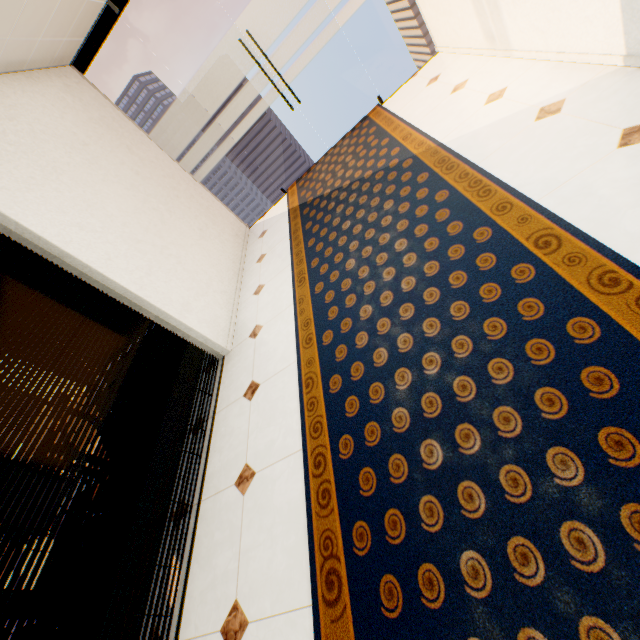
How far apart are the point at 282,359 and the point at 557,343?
1.9m
